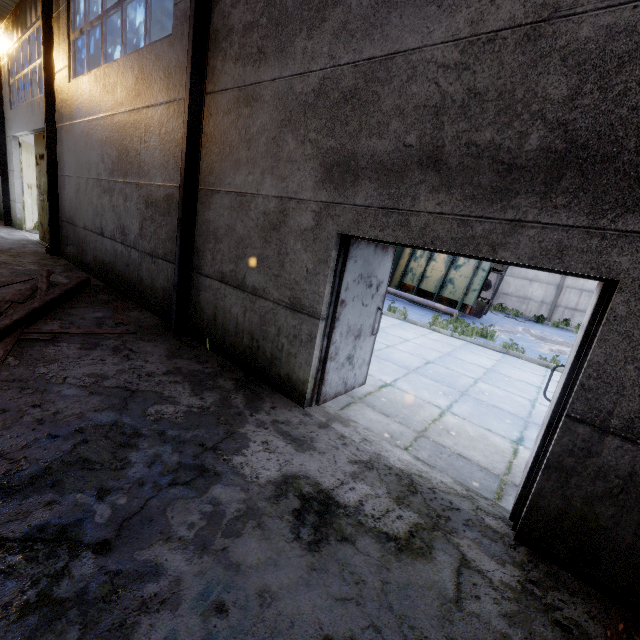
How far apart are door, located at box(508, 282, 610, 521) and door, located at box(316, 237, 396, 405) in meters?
2.1

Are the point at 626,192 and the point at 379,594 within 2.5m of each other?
no

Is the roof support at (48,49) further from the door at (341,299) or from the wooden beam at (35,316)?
the door at (341,299)

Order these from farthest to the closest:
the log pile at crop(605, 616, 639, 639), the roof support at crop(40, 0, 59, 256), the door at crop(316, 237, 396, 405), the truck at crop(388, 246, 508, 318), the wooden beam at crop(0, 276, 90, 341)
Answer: the truck at crop(388, 246, 508, 318) < the roof support at crop(40, 0, 59, 256) < the wooden beam at crop(0, 276, 90, 341) < the door at crop(316, 237, 396, 405) < the log pile at crop(605, 616, 639, 639)

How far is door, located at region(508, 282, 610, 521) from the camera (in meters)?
2.39

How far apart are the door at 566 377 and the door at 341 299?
2.1 meters

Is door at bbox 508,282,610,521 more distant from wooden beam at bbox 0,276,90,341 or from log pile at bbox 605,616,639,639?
wooden beam at bbox 0,276,90,341

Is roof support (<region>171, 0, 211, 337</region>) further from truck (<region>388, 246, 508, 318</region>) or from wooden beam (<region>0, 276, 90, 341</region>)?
truck (<region>388, 246, 508, 318</region>)
